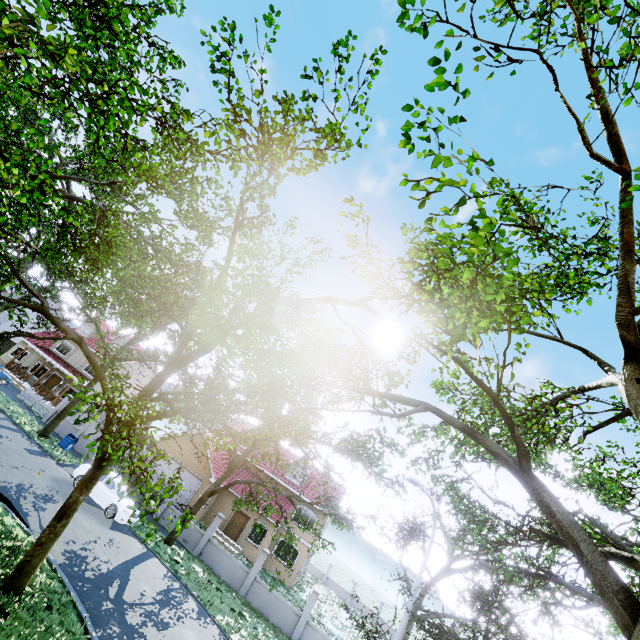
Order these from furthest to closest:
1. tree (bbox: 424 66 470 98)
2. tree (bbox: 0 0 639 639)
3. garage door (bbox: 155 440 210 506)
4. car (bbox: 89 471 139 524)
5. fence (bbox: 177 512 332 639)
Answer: garage door (bbox: 155 440 210 506) < fence (bbox: 177 512 332 639) < car (bbox: 89 471 139 524) < tree (bbox: 0 0 639 639) < tree (bbox: 424 66 470 98)

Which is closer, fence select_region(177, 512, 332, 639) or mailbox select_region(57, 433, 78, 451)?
fence select_region(177, 512, 332, 639)

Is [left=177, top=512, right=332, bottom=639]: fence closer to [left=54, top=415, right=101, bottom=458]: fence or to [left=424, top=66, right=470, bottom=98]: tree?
[left=424, top=66, right=470, bottom=98]: tree

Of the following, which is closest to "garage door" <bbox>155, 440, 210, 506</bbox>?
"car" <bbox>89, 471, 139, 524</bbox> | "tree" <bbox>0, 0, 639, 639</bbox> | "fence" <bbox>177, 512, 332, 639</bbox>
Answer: "tree" <bbox>0, 0, 639, 639</bbox>

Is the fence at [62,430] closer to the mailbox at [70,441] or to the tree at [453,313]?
the tree at [453,313]

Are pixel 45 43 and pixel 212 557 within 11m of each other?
no

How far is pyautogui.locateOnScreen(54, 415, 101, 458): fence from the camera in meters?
23.9 m

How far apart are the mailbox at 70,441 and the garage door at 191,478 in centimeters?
778cm
